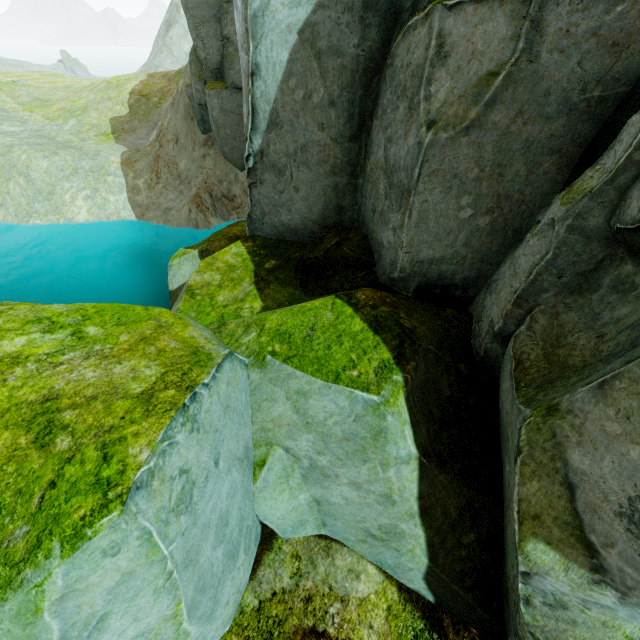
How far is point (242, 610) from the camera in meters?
2.8 m
